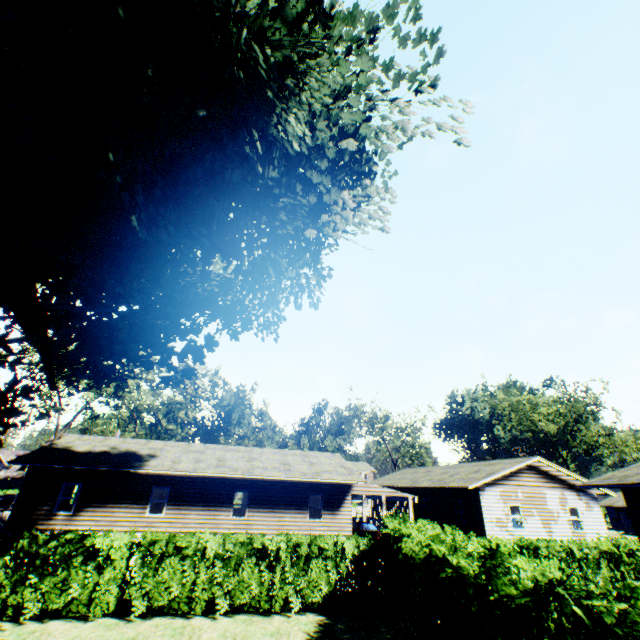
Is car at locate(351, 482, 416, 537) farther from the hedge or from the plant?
the plant

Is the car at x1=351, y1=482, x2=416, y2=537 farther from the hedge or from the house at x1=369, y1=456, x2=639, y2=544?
the hedge

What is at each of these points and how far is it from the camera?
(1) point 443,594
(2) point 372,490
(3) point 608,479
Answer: (1) hedge, 6.87m
(2) car, 23.17m
(3) house, 12.10m

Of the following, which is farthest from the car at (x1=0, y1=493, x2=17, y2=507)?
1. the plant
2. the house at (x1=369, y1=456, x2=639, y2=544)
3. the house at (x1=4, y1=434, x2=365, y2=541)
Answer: the house at (x1=369, y1=456, x2=639, y2=544)

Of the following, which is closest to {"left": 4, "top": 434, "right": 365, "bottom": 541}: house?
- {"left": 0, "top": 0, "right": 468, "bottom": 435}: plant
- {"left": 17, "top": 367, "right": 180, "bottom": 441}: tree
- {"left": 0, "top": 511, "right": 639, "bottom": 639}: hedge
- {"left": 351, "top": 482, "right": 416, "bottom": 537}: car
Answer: {"left": 351, "top": 482, "right": 416, "bottom": 537}: car

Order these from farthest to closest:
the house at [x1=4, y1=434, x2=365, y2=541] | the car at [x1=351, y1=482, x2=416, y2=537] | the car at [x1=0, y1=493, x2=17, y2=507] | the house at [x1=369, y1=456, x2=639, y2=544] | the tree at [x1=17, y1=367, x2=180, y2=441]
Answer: the car at [x1=0, y1=493, x2=17, y2=507], the tree at [x1=17, y1=367, x2=180, y2=441], the car at [x1=351, y1=482, x2=416, y2=537], the house at [x1=4, y1=434, x2=365, y2=541], the house at [x1=369, y1=456, x2=639, y2=544]

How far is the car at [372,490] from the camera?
23.1 meters

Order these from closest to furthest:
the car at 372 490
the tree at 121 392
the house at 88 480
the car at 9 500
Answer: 1. the house at 88 480
2. the car at 372 490
3. the tree at 121 392
4. the car at 9 500
